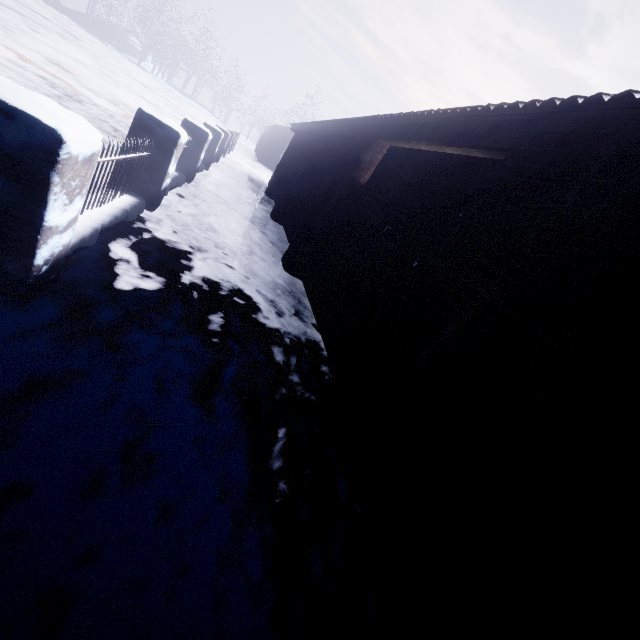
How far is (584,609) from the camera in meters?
1.1 m
